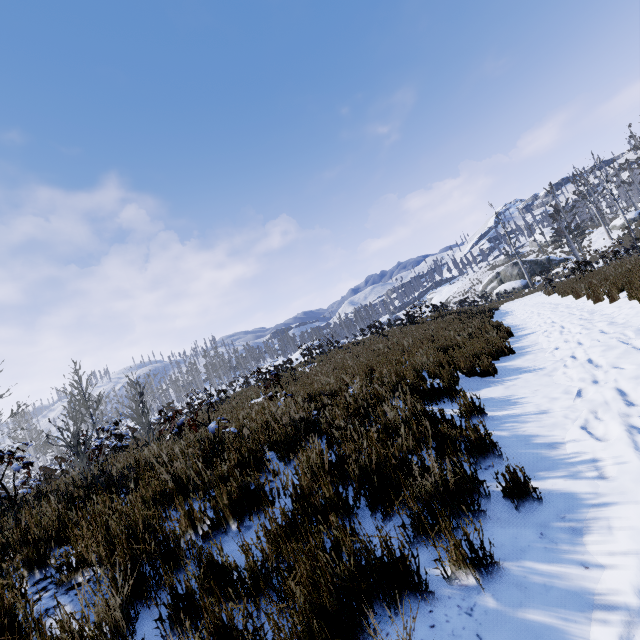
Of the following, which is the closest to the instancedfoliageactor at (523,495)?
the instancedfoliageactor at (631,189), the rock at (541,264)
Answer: the rock at (541,264)

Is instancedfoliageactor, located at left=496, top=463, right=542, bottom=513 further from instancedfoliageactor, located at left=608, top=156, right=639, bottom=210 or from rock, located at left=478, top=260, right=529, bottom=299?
instancedfoliageactor, located at left=608, top=156, right=639, bottom=210

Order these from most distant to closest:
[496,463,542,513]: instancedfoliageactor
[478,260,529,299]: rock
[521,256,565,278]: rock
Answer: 1. [521,256,565,278]: rock
2. [478,260,529,299]: rock
3. [496,463,542,513]: instancedfoliageactor

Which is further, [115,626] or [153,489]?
[153,489]

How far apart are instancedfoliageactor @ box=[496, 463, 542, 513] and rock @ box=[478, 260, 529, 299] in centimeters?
4649cm

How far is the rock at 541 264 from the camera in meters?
40.0 m

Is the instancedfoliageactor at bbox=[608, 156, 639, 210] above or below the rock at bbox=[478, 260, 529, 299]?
above
